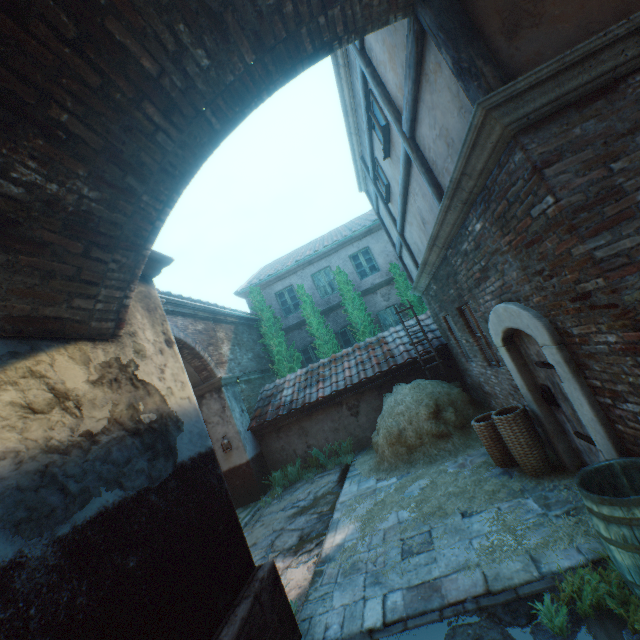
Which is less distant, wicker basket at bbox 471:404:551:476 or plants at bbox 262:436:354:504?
wicker basket at bbox 471:404:551:476

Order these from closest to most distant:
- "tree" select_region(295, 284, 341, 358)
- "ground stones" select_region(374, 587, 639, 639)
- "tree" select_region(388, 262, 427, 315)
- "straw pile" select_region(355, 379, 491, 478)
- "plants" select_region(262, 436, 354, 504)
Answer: "ground stones" select_region(374, 587, 639, 639), "straw pile" select_region(355, 379, 491, 478), "plants" select_region(262, 436, 354, 504), "tree" select_region(388, 262, 427, 315), "tree" select_region(295, 284, 341, 358)

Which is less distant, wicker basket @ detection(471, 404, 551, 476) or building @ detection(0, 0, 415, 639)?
building @ detection(0, 0, 415, 639)

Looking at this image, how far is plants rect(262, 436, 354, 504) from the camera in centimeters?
968cm

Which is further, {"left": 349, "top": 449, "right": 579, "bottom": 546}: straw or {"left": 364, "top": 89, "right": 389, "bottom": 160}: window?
{"left": 364, "top": 89, "right": 389, "bottom": 160}: window

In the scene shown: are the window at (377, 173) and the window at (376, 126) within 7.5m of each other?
yes

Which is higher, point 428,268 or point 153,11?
point 153,11

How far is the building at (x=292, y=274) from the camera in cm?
1450
